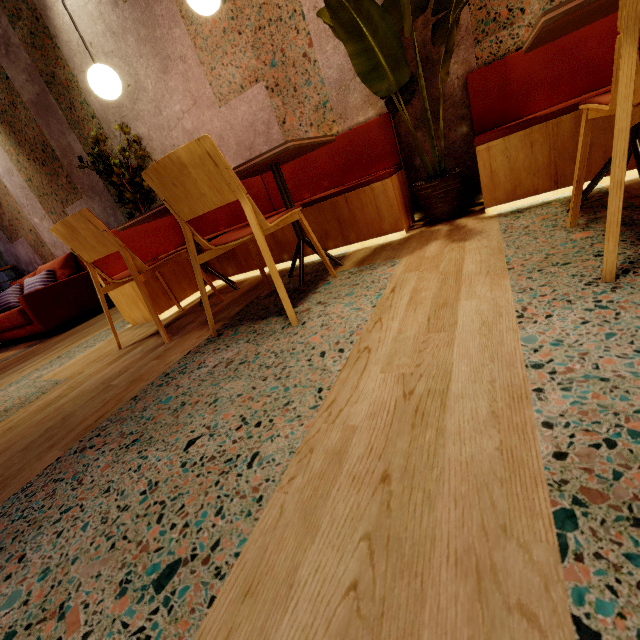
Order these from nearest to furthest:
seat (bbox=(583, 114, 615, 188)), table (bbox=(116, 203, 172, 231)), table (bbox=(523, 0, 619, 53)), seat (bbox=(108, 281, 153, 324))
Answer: table (bbox=(523, 0, 619, 53)), seat (bbox=(583, 114, 615, 188)), table (bbox=(116, 203, 172, 231)), seat (bbox=(108, 281, 153, 324))

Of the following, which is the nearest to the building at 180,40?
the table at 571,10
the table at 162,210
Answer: the table at 571,10

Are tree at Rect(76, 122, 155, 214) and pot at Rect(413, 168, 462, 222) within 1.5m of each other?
no

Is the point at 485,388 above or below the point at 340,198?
below

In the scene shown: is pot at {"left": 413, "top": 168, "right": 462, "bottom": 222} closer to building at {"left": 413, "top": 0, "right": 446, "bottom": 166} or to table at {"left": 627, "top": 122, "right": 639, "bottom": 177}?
building at {"left": 413, "top": 0, "right": 446, "bottom": 166}

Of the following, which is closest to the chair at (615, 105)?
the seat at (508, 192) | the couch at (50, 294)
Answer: the seat at (508, 192)

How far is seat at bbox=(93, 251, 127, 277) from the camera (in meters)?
2.70
